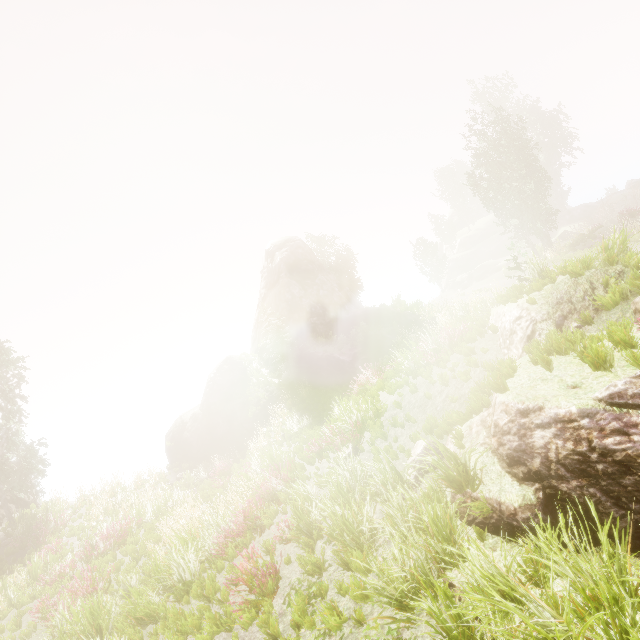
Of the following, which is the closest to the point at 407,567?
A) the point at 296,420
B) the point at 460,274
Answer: the point at 296,420

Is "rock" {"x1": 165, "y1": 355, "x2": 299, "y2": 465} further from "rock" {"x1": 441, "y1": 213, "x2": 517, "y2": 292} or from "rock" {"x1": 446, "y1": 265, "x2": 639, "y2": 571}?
"rock" {"x1": 441, "y1": 213, "x2": 517, "y2": 292}

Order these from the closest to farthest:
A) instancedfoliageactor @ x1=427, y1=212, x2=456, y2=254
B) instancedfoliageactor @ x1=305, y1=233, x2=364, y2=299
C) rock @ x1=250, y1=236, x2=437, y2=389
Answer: rock @ x1=250, y1=236, x2=437, y2=389 < instancedfoliageactor @ x1=305, y1=233, x2=364, y2=299 < instancedfoliageactor @ x1=427, y1=212, x2=456, y2=254

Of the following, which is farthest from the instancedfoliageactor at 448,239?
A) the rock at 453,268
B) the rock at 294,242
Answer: the rock at 453,268

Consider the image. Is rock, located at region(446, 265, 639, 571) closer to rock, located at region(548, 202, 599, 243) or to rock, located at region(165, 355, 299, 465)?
rock, located at region(165, 355, 299, 465)

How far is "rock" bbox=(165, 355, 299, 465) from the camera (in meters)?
20.98

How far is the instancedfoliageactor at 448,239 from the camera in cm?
5853

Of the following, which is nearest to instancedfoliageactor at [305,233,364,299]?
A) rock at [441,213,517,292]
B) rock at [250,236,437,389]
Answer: rock at [250,236,437,389]
